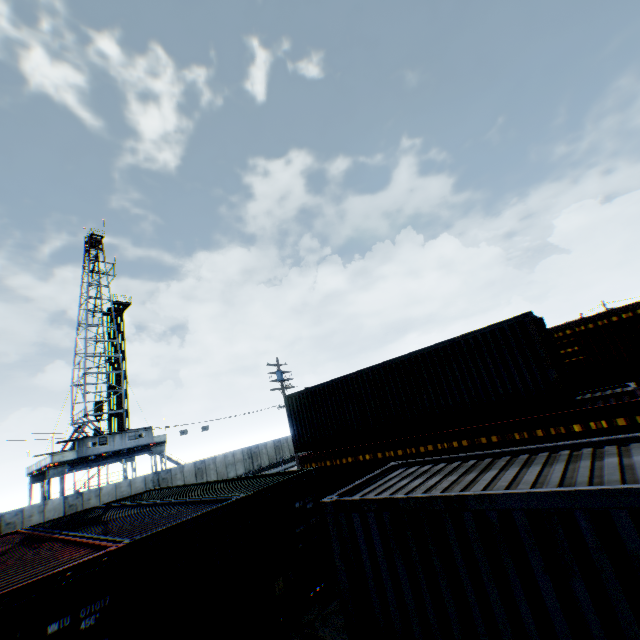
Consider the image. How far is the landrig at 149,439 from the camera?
30.9m

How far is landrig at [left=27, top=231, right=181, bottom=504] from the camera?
30.9m

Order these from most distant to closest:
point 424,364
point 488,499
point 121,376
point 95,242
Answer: point 95,242
point 121,376
point 424,364
point 488,499
